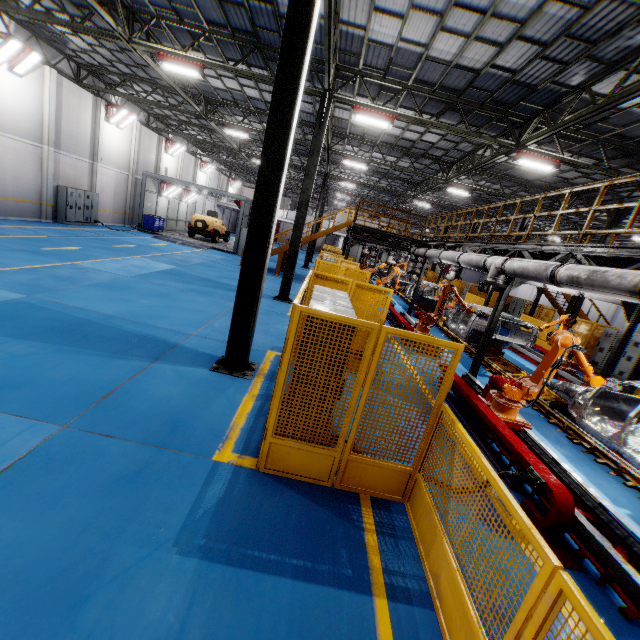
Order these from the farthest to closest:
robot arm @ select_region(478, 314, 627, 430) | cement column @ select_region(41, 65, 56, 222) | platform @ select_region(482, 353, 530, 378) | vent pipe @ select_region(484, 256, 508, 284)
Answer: cement column @ select_region(41, 65, 56, 222), platform @ select_region(482, 353, 530, 378), vent pipe @ select_region(484, 256, 508, 284), robot arm @ select_region(478, 314, 627, 430)

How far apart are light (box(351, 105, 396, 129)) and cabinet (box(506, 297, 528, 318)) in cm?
1547

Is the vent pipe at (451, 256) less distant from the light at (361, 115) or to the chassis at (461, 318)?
the chassis at (461, 318)

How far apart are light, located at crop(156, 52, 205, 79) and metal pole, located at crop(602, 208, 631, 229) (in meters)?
19.94

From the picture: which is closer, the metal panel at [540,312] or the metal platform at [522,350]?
the metal platform at [522,350]

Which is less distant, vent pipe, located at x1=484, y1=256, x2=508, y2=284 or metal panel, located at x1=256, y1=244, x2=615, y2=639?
metal panel, located at x1=256, y1=244, x2=615, y2=639

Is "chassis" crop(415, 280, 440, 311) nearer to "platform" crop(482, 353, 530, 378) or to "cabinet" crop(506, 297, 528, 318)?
"platform" crop(482, 353, 530, 378)

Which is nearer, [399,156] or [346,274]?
[346,274]
